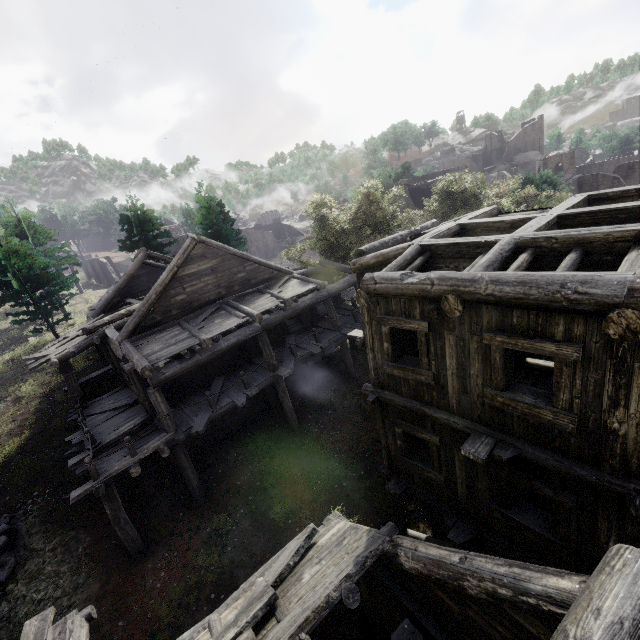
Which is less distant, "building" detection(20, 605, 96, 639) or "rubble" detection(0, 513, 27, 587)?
"building" detection(20, 605, 96, 639)

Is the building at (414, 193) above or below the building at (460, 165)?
below

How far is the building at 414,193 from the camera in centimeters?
3472cm

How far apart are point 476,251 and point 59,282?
29.5m

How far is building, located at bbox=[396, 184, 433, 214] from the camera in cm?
3472
